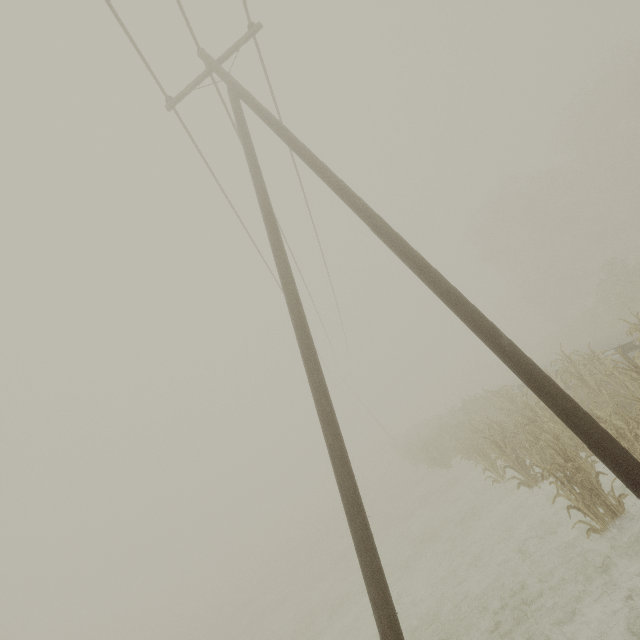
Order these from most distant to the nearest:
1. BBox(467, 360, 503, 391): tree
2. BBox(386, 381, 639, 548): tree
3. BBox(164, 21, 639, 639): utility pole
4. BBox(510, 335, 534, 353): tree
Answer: BBox(467, 360, 503, 391): tree
BBox(510, 335, 534, 353): tree
BBox(386, 381, 639, 548): tree
BBox(164, 21, 639, 639): utility pole

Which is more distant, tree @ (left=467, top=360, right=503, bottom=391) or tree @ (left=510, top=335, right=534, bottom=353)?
tree @ (left=467, top=360, right=503, bottom=391)

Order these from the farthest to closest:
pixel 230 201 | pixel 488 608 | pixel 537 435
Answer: pixel 230 201 < pixel 537 435 < pixel 488 608

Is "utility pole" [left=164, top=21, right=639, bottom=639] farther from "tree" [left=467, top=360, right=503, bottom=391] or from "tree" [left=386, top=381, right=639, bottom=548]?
"tree" [left=467, top=360, right=503, bottom=391]

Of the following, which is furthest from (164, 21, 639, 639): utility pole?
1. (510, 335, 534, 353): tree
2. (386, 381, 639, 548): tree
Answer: (510, 335, 534, 353): tree

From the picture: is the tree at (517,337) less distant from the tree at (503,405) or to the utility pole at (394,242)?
the tree at (503,405)

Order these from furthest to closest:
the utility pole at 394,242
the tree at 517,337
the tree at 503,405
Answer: the tree at 517,337 < the tree at 503,405 < the utility pole at 394,242
